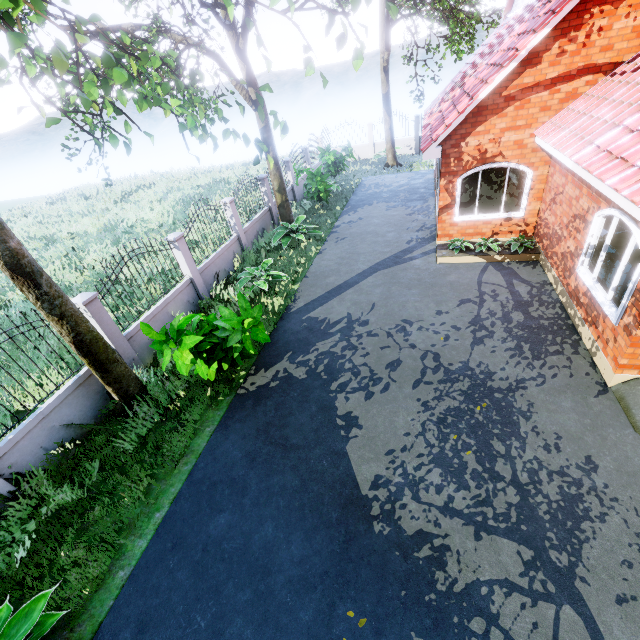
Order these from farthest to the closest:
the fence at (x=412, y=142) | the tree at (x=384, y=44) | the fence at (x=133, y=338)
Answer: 1. the fence at (x=412, y=142)
2. the tree at (x=384, y=44)
3. the fence at (x=133, y=338)

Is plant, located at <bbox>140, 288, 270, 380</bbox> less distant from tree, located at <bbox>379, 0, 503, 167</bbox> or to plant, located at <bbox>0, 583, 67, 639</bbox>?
plant, located at <bbox>0, 583, 67, 639</bbox>

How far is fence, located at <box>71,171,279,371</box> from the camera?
7.35m

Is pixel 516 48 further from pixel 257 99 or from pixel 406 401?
pixel 406 401

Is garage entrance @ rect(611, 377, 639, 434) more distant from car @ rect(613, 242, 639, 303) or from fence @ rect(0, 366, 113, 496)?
fence @ rect(0, 366, 113, 496)

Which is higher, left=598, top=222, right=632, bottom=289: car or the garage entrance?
left=598, top=222, right=632, bottom=289: car

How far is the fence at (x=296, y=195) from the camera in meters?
17.0 m

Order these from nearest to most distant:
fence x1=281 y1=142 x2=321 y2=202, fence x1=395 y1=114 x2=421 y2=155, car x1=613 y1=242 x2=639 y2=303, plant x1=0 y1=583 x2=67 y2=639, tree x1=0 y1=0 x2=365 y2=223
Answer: tree x1=0 y1=0 x2=365 y2=223, plant x1=0 y1=583 x2=67 y2=639, car x1=613 y1=242 x2=639 y2=303, fence x1=281 y1=142 x2=321 y2=202, fence x1=395 y1=114 x2=421 y2=155
